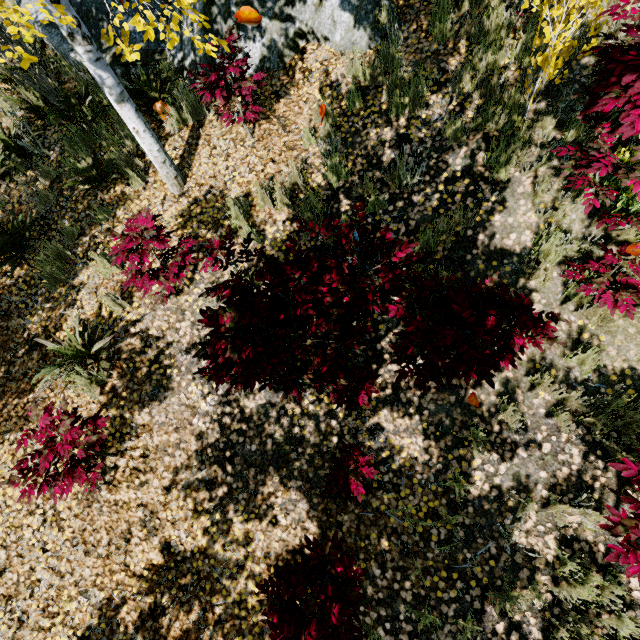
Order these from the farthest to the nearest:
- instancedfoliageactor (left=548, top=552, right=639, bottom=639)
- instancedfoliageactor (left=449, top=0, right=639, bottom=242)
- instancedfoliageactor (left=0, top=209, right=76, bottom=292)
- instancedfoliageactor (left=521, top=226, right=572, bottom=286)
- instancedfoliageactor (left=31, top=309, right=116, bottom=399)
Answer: instancedfoliageactor (left=0, top=209, right=76, bottom=292) < instancedfoliageactor (left=31, top=309, right=116, bottom=399) < instancedfoliageactor (left=521, top=226, right=572, bottom=286) < instancedfoliageactor (left=548, top=552, right=639, bottom=639) < instancedfoliageactor (left=449, top=0, right=639, bottom=242)

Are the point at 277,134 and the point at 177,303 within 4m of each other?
yes

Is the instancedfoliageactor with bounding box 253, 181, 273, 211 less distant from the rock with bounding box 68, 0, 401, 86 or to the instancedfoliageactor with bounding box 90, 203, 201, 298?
the rock with bounding box 68, 0, 401, 86

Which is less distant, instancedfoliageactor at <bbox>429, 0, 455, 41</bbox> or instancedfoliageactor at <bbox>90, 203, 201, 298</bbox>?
instancedfoliageactor at <bbox>90, 203, 201, 298</bbox>

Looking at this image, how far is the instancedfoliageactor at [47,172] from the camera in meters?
5.0 m
